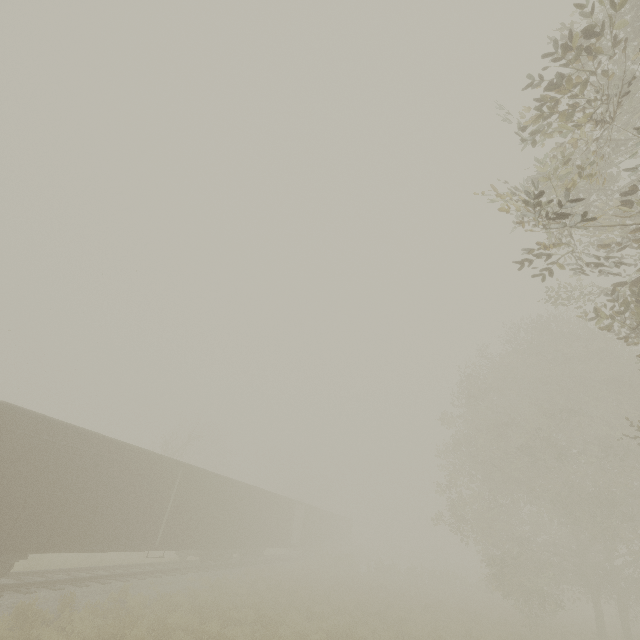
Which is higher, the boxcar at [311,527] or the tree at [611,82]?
the tree at [611,82]

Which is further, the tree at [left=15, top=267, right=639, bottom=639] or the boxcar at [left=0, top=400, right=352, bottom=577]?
the tree at [left=15, top=267, right=639, bottom=639]

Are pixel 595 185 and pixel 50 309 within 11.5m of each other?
no

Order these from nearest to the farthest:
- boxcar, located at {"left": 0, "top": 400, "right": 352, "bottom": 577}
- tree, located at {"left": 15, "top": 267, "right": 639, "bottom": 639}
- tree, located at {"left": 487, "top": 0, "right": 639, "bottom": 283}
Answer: tree, located at {"left": 487, "top": 0, "right": 639, "bottom": 283}, boxcar, located at {"left": 0, "top": 400, "right": 352, "bottom": 577}, tree, located at {"left": 15, "top": 267, "right": 639, "bottom": 639}

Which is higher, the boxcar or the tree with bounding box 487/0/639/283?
the tree with bounding box 487/0/639/283

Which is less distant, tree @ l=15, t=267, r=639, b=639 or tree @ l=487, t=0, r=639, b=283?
tree @ l=487, t=0, r=639, b=283

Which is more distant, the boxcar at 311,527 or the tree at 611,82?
the boxcar at 311,527
